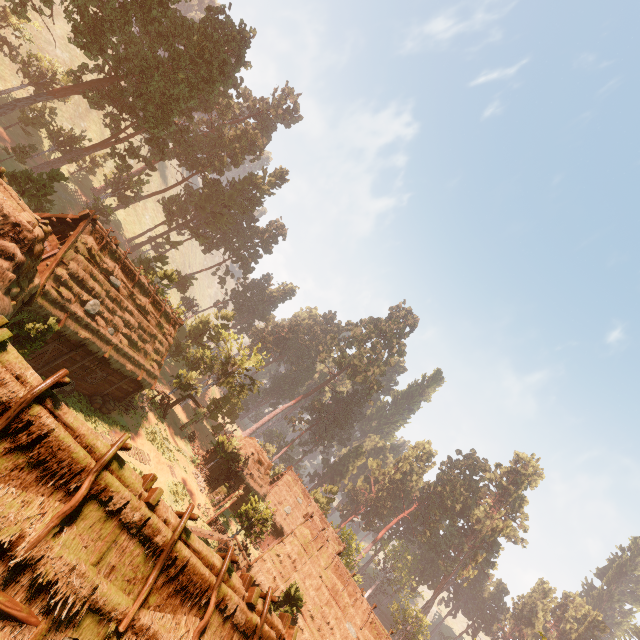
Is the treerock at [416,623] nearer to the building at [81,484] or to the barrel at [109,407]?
the building at [81,484]

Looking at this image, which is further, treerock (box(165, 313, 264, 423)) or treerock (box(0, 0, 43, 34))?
treerock (box(165, 313, 264, 423))

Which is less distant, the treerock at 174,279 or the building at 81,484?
the building at 81,484

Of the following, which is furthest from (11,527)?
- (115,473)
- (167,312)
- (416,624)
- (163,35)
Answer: (416,624)

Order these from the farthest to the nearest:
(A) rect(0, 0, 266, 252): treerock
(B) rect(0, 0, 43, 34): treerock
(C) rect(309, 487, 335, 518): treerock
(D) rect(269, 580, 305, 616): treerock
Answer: (C) rect(309, 487, 335, 518): treerock → (A) rect(0, 0, 266, 252): treerock → (B) rect(0, 0, 43, 34): treerock → (D) rect(269, 580, 305, 616): treerock

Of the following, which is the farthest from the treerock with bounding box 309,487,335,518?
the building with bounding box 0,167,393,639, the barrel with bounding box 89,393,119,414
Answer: the barrel with bounding box 89,393,119,414

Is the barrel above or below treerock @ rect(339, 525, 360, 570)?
below
